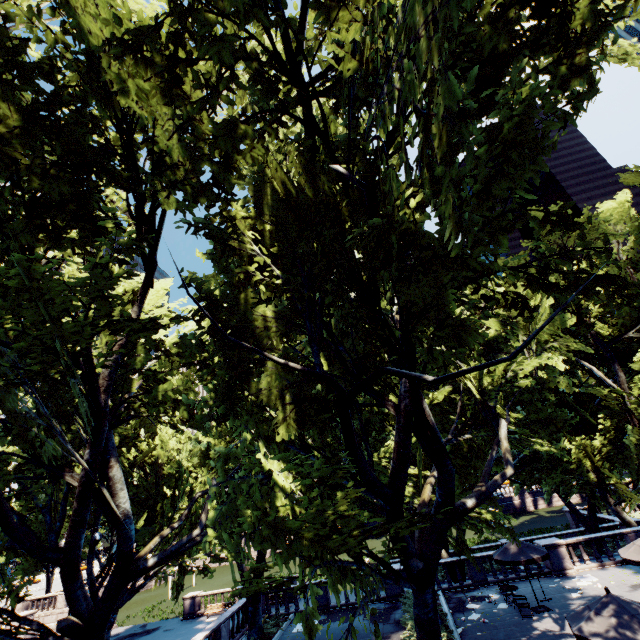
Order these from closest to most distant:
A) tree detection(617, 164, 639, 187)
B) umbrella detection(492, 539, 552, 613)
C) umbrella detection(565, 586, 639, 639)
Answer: umbrella detection(565, 586, 639, 639), umbrella detection(492, 539, 552, 613), tree detection(617, 164, 639, 187)

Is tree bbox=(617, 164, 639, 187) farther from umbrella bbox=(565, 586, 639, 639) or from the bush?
umbrella bbox=(565, 586, 639, 639)

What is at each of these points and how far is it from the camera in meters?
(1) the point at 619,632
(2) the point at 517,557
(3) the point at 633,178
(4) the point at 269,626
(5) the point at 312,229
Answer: (1) umbrella, 8.5 m
(2) umbrella, 16.3 m
(3) tree, 24.1 m
(4) bush, 19.6 m
(5) tree, 8.4 m

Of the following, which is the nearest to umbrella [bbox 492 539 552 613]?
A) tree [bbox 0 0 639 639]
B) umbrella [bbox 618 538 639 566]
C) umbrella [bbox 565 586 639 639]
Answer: tree [bbox 0 0 639 639]

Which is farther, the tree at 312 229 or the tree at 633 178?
the tree at 633 178

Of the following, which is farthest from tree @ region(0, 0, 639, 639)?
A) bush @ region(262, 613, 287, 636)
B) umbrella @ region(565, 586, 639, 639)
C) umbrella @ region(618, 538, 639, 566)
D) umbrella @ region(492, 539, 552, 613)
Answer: umbrella @ region(618, 538, 639, 566)

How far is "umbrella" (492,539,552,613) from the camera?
16.0m

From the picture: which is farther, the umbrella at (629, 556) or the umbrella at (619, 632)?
the umbrella at (629, 556)
